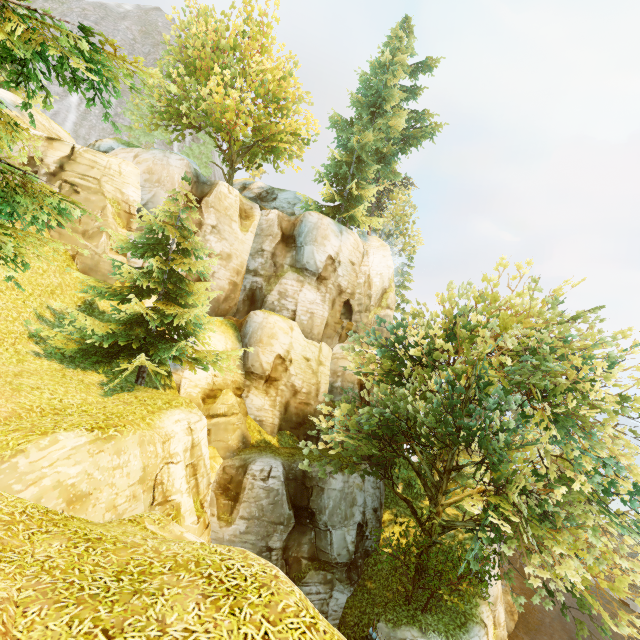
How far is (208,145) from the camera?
36.3 meters

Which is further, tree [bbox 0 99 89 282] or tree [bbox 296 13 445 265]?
tree [bbox 296 13 445 265]

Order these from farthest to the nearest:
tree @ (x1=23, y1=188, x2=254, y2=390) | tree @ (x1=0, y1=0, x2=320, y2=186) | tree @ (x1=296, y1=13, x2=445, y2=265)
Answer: tree @ (x1=296, y1=13, x2=445, y2=265) < tree @ (x1=23, y1=188, x2=254, y2=390) < tree @ (x1=0, y1=0, x2=320, y2=186)

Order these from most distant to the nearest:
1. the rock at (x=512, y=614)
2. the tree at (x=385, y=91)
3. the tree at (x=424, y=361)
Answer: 1. the rock at (x=512, y=614)
2. the tree at (x=385, y=91)
3. the tree at (x=424, y=361)

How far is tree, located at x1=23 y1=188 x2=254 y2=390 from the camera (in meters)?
13.19

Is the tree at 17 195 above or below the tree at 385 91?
below
